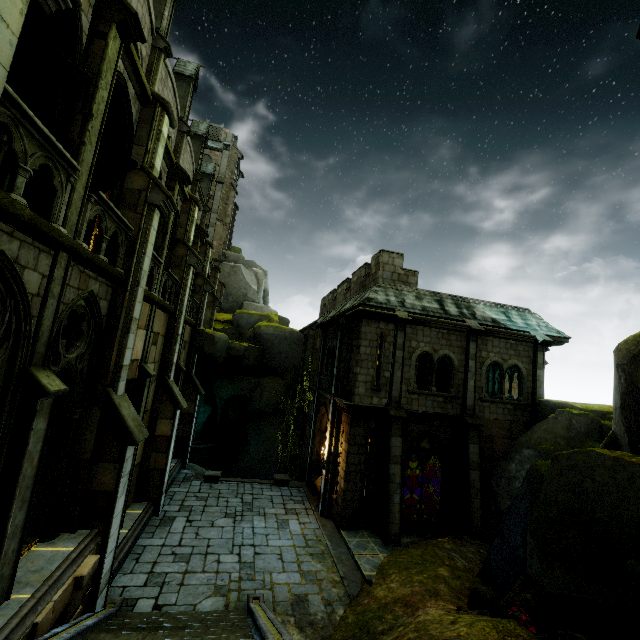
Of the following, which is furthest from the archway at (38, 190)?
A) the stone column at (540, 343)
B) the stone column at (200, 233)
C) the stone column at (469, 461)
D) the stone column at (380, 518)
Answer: the stone column at (540, 343)

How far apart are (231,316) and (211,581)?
23.18m

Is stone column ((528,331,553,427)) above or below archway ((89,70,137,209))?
below

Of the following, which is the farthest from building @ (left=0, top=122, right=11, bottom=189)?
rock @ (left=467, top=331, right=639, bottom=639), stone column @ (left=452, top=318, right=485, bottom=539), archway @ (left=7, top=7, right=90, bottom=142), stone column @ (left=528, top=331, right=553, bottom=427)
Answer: stone column @ (left=528, top=331, right=553, bottom=427)

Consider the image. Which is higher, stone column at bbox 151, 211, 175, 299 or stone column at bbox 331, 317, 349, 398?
stone column at bbox 151, 211, 175, 299

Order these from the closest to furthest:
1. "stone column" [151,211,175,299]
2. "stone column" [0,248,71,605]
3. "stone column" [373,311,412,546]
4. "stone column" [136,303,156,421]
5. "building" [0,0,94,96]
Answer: "building" [0,0,94,96], "stone column" [0,248,71,605], "stone column" [136,303,156,421], "stone column" [151,211,175,299], "stone column" [373,311,412,546]

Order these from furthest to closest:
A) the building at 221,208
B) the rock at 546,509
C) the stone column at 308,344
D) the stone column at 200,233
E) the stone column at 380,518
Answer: the stone column at 308,344 → the stone column at 200,233 → the stone column at 380,518 → the building at 221,208 → the rock at 546,509

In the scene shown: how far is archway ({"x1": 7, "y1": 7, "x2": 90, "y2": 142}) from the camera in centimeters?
598cm
